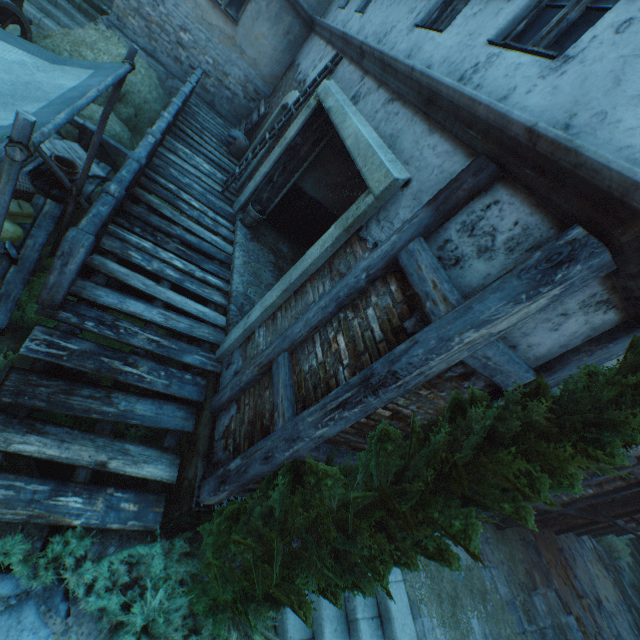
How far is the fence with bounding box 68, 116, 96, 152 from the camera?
5.5 meters

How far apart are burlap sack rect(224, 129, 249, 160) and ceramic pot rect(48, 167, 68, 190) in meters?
5.5 m

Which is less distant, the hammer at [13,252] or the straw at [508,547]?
the hammer at [13,252]

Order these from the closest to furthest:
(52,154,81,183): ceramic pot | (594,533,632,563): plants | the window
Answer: (52,154,81,183): ceramic pot, the window, (594,533,632,563): plants

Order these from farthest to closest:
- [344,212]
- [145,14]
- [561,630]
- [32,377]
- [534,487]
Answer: [145,14] → [344,212] → [561,630] → [32,377] → [534,487]

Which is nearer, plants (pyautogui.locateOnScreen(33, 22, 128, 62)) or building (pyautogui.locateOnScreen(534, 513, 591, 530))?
plants (pyautogui.locateOnScreen(33, 22, 128, 62))

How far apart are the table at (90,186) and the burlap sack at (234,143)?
4.36m

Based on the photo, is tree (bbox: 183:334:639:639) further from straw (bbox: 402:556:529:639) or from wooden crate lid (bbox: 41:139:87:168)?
wooden crate lid (bbox: 41:139:87:168)
